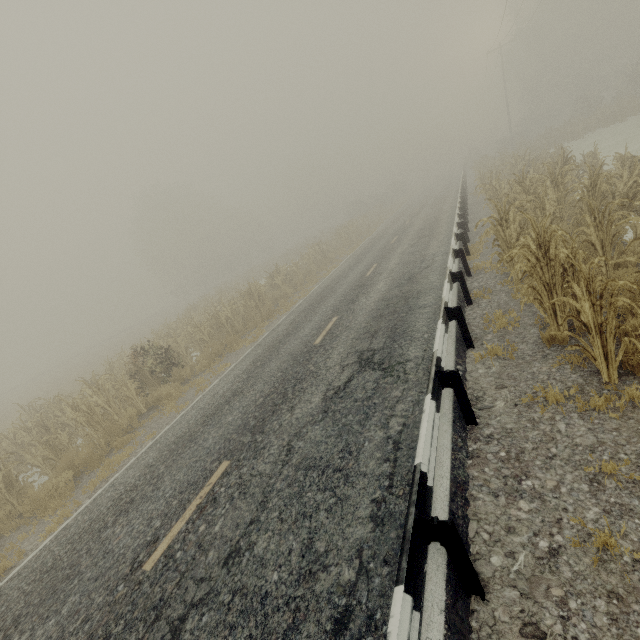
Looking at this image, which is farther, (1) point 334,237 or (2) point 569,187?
(1) point 334,237

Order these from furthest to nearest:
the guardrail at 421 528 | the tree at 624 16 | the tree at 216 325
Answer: the tree at 216 325 → the tree at 624 16 → the guardrail at 421 528

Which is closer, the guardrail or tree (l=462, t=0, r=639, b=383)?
the guardrail

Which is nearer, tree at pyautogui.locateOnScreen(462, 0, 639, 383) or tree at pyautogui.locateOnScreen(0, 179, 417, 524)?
tree at pyautogui.locateOnScreen(462, 0, 639, 383)

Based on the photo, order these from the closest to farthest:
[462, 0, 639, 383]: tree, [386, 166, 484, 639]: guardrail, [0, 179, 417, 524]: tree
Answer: [386, 166, 484, 639]: guardrail → [462, 0, 639, 383]: tree → [0, 179, 417, 524]: tree

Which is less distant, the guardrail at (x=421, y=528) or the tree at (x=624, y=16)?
the guardrail at (x=421, y=528)
